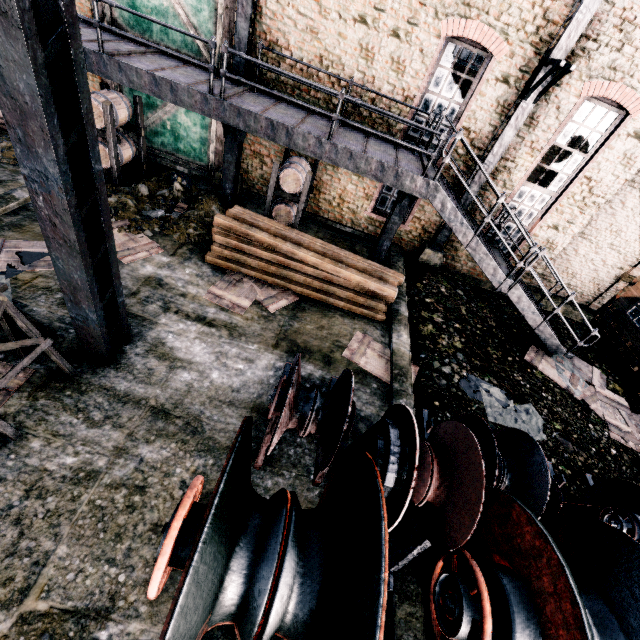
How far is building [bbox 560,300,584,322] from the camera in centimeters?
1423cm

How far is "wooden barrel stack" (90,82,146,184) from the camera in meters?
9.2

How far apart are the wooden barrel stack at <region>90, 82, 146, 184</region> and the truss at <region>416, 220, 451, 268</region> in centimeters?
1071cm

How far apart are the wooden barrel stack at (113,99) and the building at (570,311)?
16.3m

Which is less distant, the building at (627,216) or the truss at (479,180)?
the building at (627,216)

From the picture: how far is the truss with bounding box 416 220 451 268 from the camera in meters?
12.3 m

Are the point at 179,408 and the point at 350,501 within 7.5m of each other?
yes

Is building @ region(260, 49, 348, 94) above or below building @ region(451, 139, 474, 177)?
above
